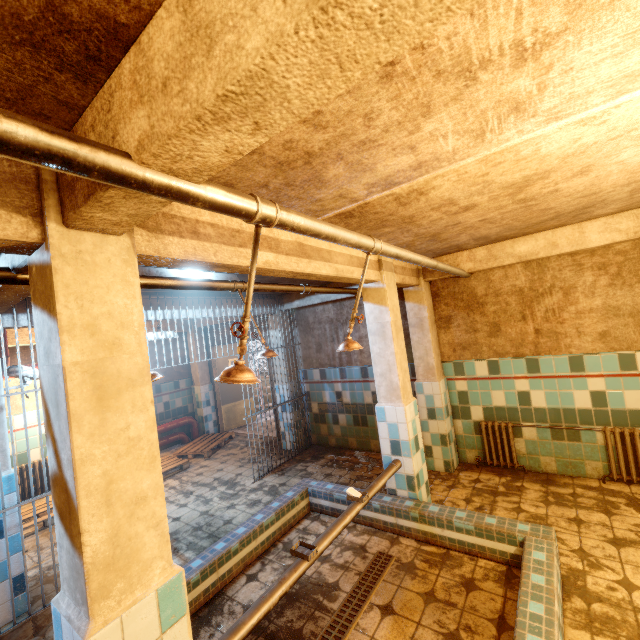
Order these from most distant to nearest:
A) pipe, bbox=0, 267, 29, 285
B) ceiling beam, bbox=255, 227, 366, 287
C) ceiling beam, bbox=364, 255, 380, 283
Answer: ceiling beam, bbox=364, 255, 380, 283 → ceiling beam, bbox=255, 227, 366, 287 → pipe, bbox=0, 267, 29, 285

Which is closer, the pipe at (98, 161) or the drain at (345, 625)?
the pipe at (98, 161)

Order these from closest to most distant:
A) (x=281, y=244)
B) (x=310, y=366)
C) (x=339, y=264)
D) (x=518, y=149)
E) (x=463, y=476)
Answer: (x=518, y=149)
(x=281, y=244)
(x=339, y=264)
(x=463, y=476)
(x=310, y=366)

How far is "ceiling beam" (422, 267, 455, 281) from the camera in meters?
4.4

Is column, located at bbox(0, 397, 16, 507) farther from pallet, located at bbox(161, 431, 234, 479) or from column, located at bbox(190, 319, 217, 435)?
column, located at bbox(190, 319, 217, 435)

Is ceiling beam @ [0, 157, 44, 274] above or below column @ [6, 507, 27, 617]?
above

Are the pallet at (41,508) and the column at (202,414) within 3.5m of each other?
yes

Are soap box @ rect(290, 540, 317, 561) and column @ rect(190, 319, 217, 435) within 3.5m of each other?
no
